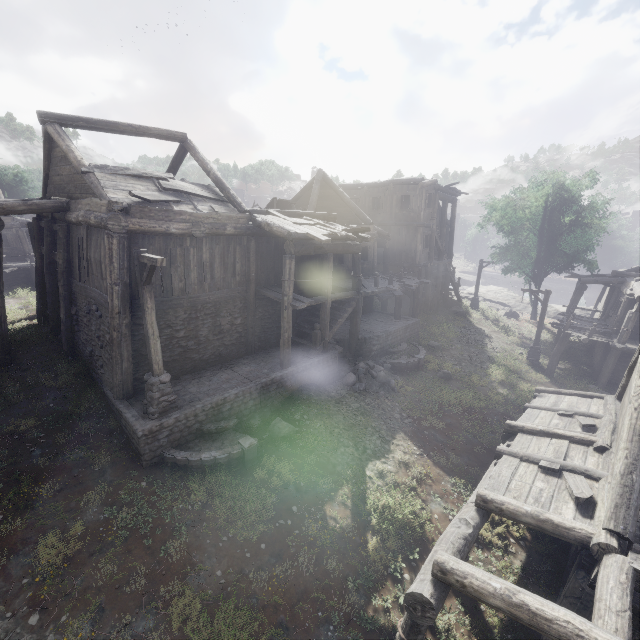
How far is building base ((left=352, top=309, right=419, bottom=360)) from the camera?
16.6 meters

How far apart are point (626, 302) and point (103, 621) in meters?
25.7 m

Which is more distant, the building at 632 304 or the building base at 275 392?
the building base at 275 392

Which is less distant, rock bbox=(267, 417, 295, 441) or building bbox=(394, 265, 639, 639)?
building bbox=(394, 265, 639, 639)

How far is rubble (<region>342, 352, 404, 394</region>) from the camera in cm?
1460

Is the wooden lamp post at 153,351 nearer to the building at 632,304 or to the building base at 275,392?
the building base at 275,392

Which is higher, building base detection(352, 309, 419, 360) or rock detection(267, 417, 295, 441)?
building base detection(352, 309, 419, 360)

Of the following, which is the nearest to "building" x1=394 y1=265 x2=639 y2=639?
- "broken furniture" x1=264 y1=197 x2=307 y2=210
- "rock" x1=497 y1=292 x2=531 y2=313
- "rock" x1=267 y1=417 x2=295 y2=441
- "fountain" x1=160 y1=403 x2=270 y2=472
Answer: "broken furniture" x1=264 y1=197 x2=307 y2=210
